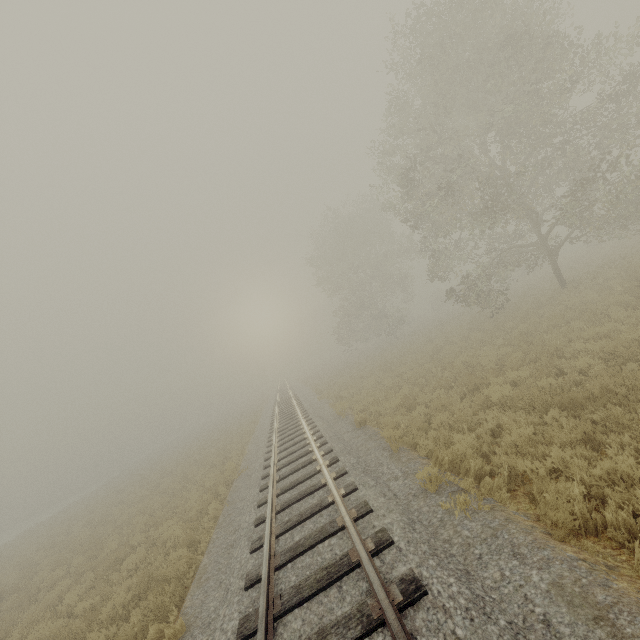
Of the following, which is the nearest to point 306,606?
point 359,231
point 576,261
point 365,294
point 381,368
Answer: point 381,368
